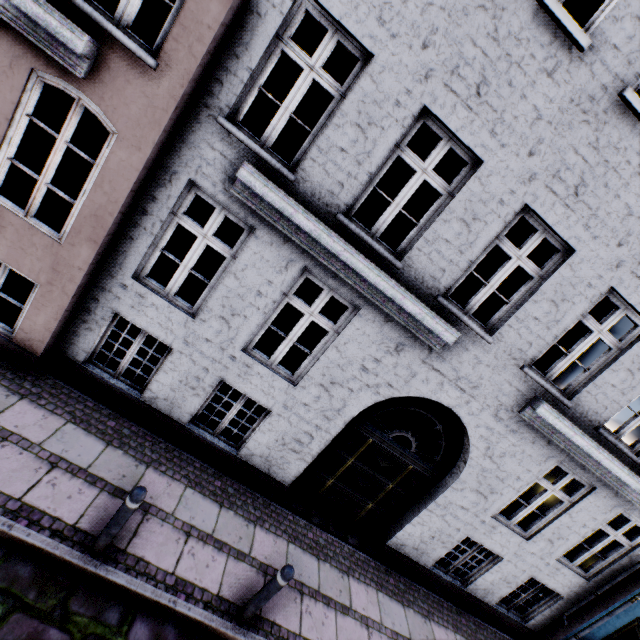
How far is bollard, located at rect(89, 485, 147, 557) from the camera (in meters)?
3.43

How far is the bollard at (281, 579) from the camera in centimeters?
382cm

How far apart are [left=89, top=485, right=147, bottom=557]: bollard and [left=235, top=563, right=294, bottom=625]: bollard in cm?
183

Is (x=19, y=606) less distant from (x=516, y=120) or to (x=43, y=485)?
(x=43, y=485)

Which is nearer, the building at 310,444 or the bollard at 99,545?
the bollard at 99,545

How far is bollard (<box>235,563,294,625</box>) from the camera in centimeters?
382cm

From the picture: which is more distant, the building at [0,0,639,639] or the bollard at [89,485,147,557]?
the building at [0,0,639,639]
